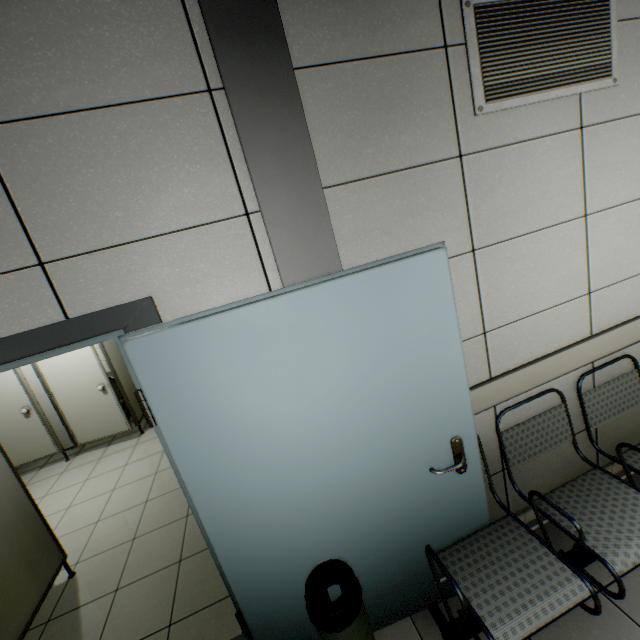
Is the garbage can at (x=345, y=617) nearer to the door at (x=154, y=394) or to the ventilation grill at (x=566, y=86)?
the door at (x=154, y=394)

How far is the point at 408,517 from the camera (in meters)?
1.73

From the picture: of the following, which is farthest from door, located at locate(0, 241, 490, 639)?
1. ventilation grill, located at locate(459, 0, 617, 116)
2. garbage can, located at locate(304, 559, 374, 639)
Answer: ventilation grill, located at locate(459, 0, 617, 116)

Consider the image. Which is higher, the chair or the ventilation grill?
the ventilation grill

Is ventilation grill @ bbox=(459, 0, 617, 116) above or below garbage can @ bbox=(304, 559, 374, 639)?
above

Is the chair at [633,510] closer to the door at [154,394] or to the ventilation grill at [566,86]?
the door at [154,394]

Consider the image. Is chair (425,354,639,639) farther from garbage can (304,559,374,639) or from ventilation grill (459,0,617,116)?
ventilation grill (459,0,617,116)

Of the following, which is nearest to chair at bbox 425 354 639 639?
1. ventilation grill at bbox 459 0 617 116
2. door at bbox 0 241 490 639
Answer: door at bbox 0 241 490 639
